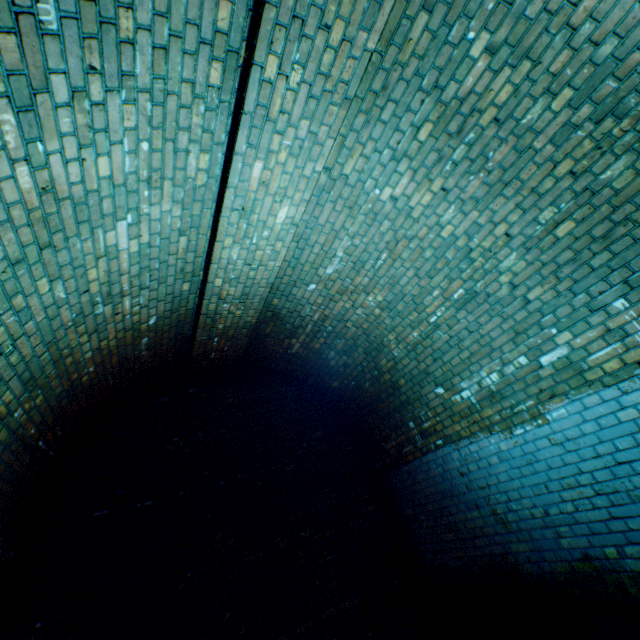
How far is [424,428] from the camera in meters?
4.4 m
